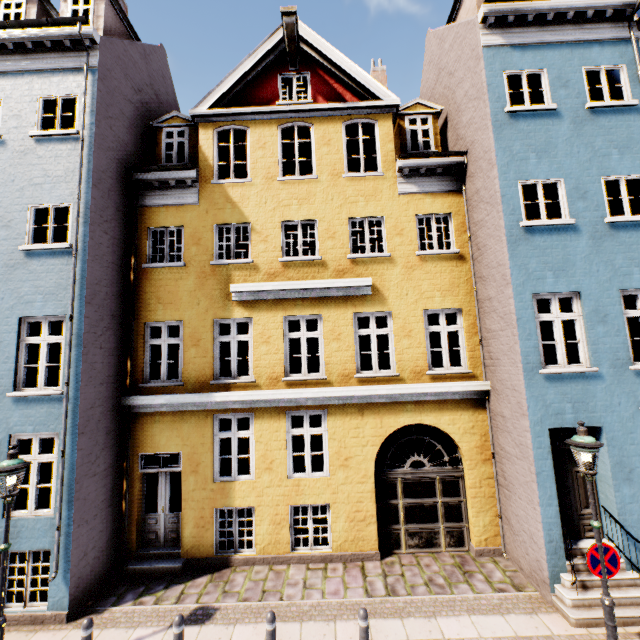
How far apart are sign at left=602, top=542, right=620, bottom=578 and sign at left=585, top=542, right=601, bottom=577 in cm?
13

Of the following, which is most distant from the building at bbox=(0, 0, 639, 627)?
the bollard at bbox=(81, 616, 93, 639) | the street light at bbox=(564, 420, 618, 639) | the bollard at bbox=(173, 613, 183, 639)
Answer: the bollard at bbox=(173, 613, 183, 639)

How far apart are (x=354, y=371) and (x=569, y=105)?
8.68m

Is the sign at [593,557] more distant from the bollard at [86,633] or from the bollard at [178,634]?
the bollard at [86,633]

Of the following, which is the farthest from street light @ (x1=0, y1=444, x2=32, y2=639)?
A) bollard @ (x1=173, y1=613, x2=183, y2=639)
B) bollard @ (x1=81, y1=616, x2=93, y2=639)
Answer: bollard @ (x1=173, y1=613, x2=183, y2=639)

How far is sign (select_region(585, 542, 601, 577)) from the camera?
5.3m

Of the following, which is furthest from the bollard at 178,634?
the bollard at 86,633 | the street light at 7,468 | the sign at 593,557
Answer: the sign at 593,557

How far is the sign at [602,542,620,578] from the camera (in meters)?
5.25
